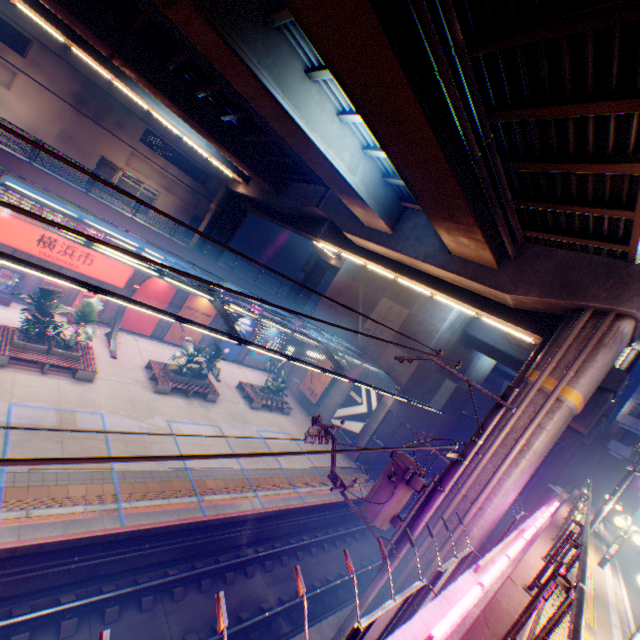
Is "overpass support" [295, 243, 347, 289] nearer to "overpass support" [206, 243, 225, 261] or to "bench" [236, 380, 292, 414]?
"overpass support" [206, 243, 225, 261]

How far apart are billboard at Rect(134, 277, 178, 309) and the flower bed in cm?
617

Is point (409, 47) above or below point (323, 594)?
above

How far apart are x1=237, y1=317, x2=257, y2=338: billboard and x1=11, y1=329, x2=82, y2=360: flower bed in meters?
12.2

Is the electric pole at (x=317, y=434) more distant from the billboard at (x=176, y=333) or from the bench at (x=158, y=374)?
the billboard at (x=176, y=333)

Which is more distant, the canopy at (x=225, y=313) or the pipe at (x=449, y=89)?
the canopy at (x=225, y=313)

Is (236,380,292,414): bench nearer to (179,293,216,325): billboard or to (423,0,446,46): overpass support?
(179,293,216,325): billboard

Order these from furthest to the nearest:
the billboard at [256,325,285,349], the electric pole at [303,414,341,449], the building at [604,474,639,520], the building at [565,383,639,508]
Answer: the building at [565,383,639,508], the building at [604,474,639,520], the billboard at [256,325,285,349], the electric pole at [303,414,341,449]
